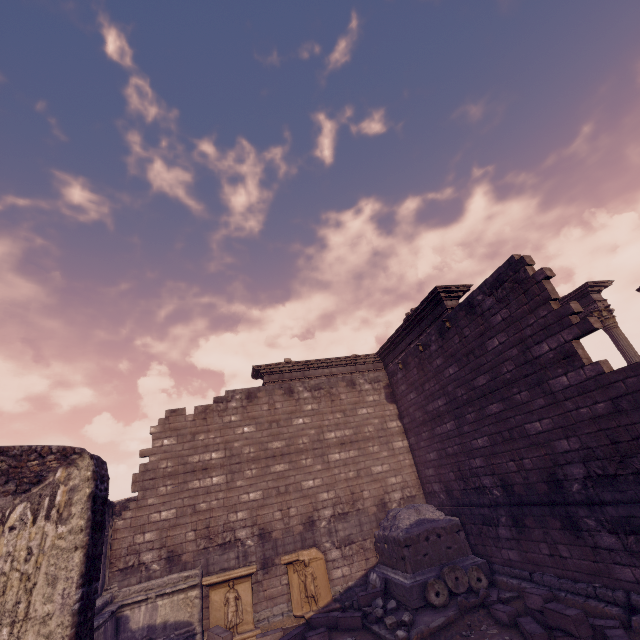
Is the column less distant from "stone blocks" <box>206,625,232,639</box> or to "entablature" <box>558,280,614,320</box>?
"entablature" <box>558,280,614,320</box>

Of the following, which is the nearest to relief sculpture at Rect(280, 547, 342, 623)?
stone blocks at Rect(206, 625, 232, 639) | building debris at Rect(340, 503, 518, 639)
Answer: building debris at Rect(340, 503, 518, 639)

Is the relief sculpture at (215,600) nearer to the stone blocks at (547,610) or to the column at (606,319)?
the stone blocks at (547,610)

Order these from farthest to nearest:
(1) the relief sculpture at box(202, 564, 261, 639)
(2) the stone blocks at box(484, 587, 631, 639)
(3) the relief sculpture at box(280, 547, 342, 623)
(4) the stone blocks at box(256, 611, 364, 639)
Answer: (3) the relief sculpture at box(280, 547, 342, 623) < (1) the relief sculpture at box(202, 564, 261, 639) < (4) the stone blocks at box(256, 611, 364, 639) < (2) the stone blocks at box(484, 587, 631, 639)

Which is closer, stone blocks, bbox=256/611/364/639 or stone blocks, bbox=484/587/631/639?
stone blocks, bbox=484/587/631/639

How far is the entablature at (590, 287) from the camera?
12.1 meters

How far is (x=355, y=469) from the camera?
12.01m

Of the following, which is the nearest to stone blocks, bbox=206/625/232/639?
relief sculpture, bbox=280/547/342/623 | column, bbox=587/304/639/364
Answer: relief sculpture, bbox=280/547/342/623
